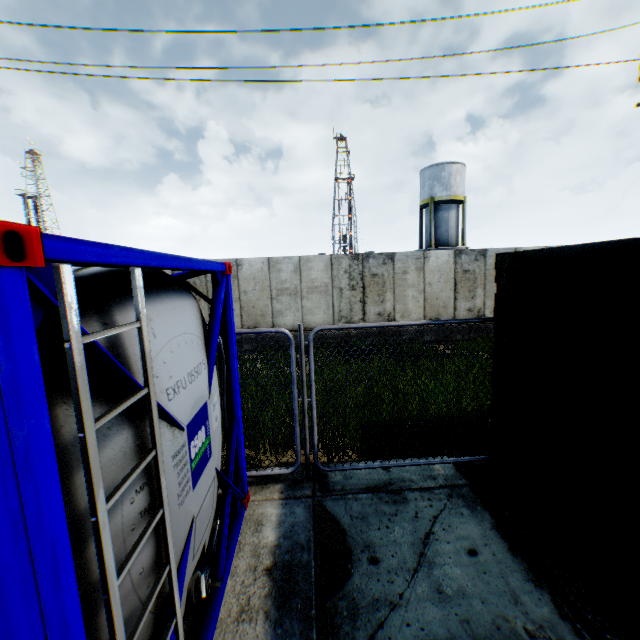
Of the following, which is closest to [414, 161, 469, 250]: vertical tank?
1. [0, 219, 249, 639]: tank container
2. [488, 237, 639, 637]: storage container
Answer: [488, 237, 639, 637]: storage container

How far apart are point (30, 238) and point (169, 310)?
1.4m

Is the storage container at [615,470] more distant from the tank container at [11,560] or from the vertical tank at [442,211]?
the vertical tank at [442,211]

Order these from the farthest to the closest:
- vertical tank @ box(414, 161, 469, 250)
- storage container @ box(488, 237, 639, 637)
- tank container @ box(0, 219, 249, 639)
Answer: vertical tank @ box(414, 161, 469, 250) → storage container @ box(488, 237, 639, 637) → tank container @ box(0, 219, 249, 639)

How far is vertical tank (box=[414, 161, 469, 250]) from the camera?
29.2m

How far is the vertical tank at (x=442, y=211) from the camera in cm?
2920

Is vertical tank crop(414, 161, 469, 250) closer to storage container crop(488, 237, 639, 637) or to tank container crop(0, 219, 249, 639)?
storage container crop(488, 237, 639, 637)

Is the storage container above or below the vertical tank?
below
